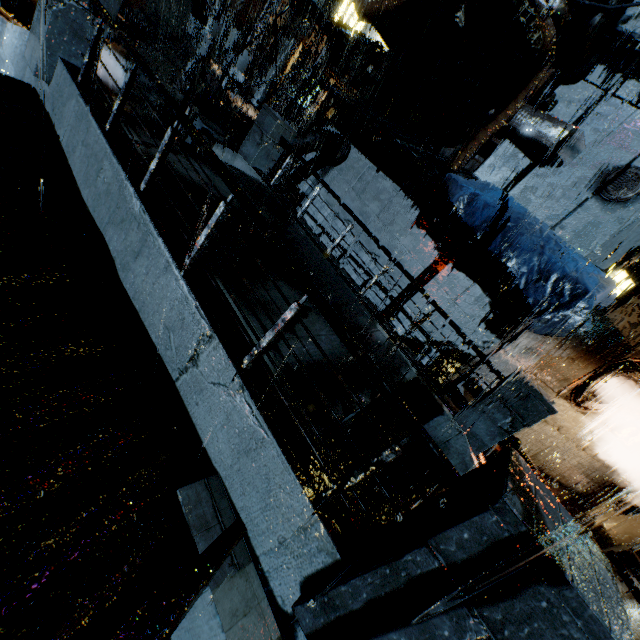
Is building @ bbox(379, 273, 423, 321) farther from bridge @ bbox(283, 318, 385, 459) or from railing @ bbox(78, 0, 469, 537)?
railing @ bbox(78, 0, 469, 537)

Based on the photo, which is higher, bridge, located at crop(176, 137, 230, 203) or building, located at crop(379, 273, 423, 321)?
building, located at crop(379, 273, 423, 321)

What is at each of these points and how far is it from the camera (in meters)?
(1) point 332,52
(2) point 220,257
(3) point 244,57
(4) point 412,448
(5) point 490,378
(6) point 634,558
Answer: →
(1) building, 28.30
(2) bridge, 4.70
(3) street light, 21.02
(4) bridge, 6.23
(5) building, 10.50
(6) stairs, 11.29

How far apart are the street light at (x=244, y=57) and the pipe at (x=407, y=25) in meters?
12.9 m

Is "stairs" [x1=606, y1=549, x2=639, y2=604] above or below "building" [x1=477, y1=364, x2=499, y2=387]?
below

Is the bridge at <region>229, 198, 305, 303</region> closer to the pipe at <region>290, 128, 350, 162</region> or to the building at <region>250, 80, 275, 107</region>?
the building at <region>250, 80, 275, 107</region>

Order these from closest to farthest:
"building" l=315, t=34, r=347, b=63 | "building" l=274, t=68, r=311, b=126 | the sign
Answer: the sign
"building" l=315, t=34, r=347, b=63
"building" l=274, t=68, r=311, b=126

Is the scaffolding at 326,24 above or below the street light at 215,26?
above
